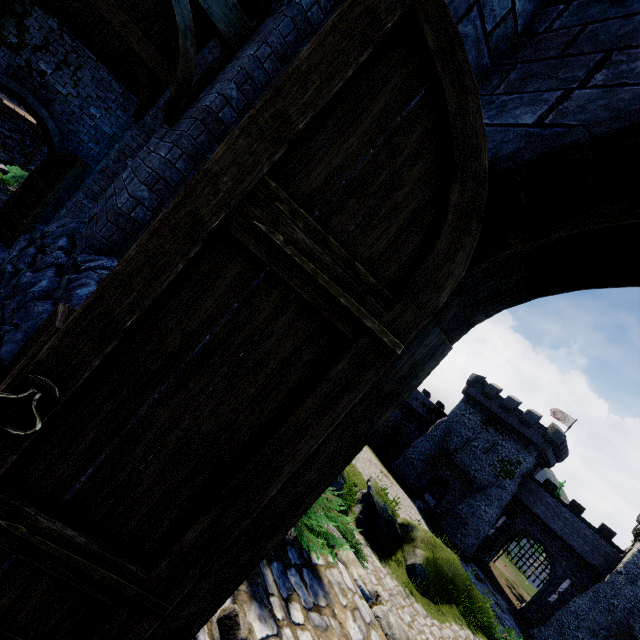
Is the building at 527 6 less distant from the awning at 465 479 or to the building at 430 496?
the building at 430 496

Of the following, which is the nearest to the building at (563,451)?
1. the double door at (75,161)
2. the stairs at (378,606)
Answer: Result: the stairs at (378,606)

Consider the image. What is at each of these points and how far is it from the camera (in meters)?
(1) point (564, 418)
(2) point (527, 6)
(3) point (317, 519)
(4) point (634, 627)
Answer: (1) flag, 43.09
(2) building, 1.52
(3) bush, 2.82
(4) building, 26.64

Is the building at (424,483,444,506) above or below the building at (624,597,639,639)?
below

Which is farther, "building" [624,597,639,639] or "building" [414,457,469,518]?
"building" [414,457,469,518]

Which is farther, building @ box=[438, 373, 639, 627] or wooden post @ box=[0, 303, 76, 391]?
building @ box=[438, 373, 639, 627]

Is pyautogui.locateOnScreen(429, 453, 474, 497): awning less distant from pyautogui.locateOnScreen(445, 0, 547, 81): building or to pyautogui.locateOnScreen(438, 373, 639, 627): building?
pyautogui.locateOnScreen(438, 373, 639, 627): building

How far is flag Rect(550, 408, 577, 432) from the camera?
42.4m
